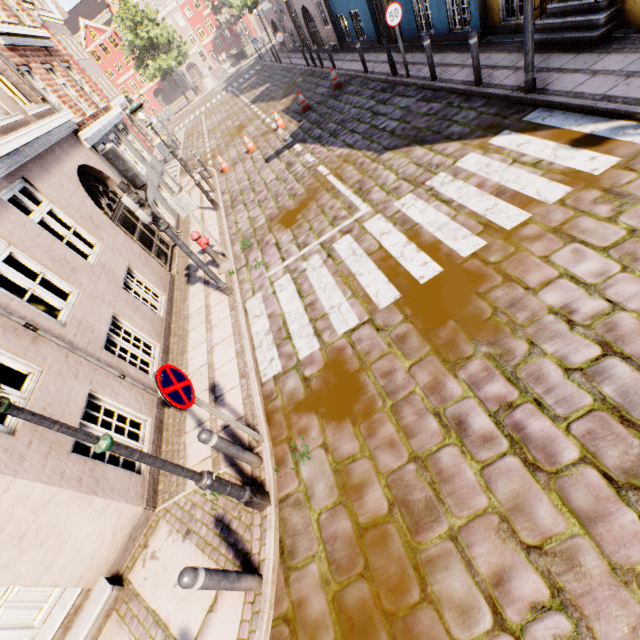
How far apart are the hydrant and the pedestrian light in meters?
1.3

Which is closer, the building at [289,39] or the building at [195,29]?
the building at [289,39]

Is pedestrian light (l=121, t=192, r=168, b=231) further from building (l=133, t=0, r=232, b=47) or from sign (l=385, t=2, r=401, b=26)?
sign (l=385, t=2, r=401, b=26)

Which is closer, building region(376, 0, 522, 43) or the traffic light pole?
the traffic light pole

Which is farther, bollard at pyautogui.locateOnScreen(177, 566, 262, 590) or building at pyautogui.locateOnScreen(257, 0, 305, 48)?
building at pyautogui.locateOnScreen(257, 0, 305, 48)

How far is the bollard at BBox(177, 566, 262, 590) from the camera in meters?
2.8

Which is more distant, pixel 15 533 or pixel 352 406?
pixel 352 406

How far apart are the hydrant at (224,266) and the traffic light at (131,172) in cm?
164
